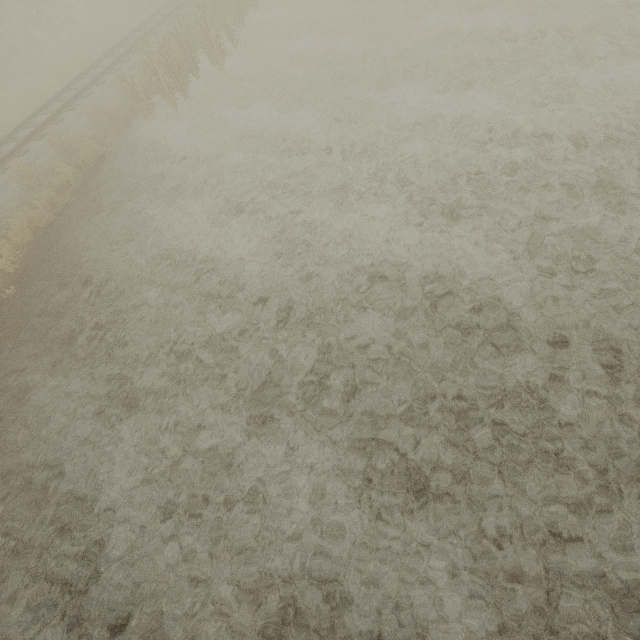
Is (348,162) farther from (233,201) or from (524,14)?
(524,14)
